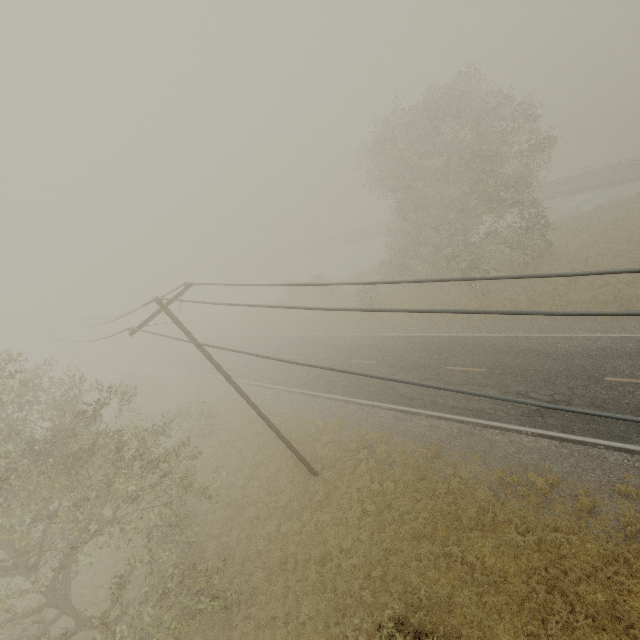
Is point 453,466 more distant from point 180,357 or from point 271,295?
point 271,295
